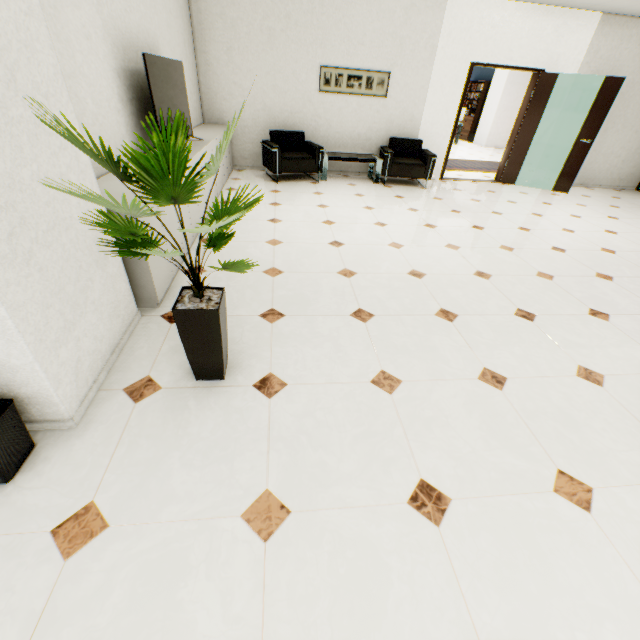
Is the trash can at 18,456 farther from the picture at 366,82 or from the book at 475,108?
the book at 475,108

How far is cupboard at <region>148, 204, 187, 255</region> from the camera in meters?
2.6

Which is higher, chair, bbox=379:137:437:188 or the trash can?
chair, bbox=379:137:437:188

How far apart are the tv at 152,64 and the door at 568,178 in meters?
7.4

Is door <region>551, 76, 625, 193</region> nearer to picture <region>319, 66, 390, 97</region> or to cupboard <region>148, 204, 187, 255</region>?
picture <region>319, 66, 390, 97</region>

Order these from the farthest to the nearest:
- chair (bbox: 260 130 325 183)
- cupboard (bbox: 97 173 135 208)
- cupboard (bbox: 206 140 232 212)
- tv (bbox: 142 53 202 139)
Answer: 1. chair (bbox: 260 130 325 183)
2. cupboard (bbox: 206 140 232 212)
3. tv (bbox: 142 53 202 139)
4. cupboard (bbox: 97 173 135 208)

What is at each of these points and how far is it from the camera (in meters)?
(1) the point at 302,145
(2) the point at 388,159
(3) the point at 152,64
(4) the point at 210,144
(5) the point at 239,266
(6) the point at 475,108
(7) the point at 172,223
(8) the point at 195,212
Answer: (1) chair, 6.42
(2) chair, 6.23
(3) tv, 3.06
(4) cupboard, 4.47
(5) plant, 1.57
(6) book, 13.86
(7) cupboard, 2.86
(8) cupboard, 3.65
